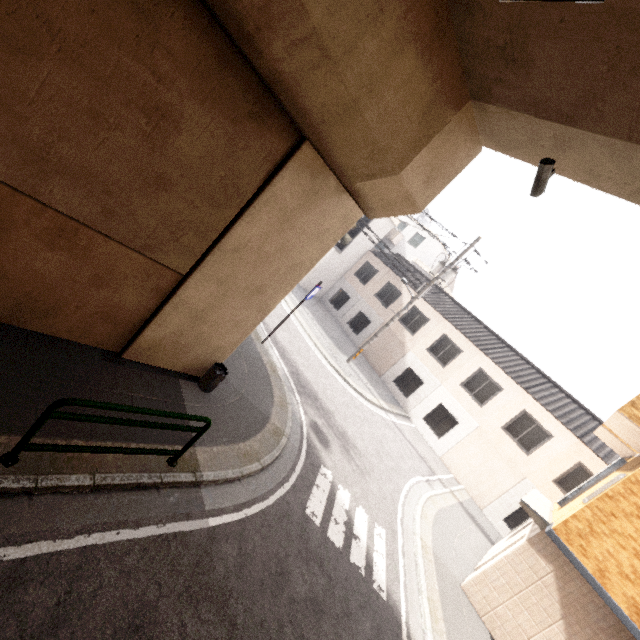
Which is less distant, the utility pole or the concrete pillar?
the concrete pillar

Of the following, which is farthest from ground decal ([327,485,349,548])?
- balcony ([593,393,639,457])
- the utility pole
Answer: the utility pole

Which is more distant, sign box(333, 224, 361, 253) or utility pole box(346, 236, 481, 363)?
sign box(333, 224, 361, 253)

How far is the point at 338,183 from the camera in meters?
5.7 m

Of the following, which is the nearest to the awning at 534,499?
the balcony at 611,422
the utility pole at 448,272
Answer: the balcony at 611,422

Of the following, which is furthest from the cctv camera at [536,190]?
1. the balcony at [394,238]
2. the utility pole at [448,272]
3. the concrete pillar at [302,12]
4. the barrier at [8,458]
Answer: the balcony at [394,238]

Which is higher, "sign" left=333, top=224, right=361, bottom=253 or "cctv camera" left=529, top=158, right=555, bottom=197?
"cctv camera" left=529, top=158, right=555, bottom=197

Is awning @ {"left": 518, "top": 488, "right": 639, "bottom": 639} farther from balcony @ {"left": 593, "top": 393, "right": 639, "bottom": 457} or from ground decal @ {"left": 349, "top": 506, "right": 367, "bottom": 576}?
ground decal @ {"left": 349, "top": 506, "right": 367, "bottom": 576}
